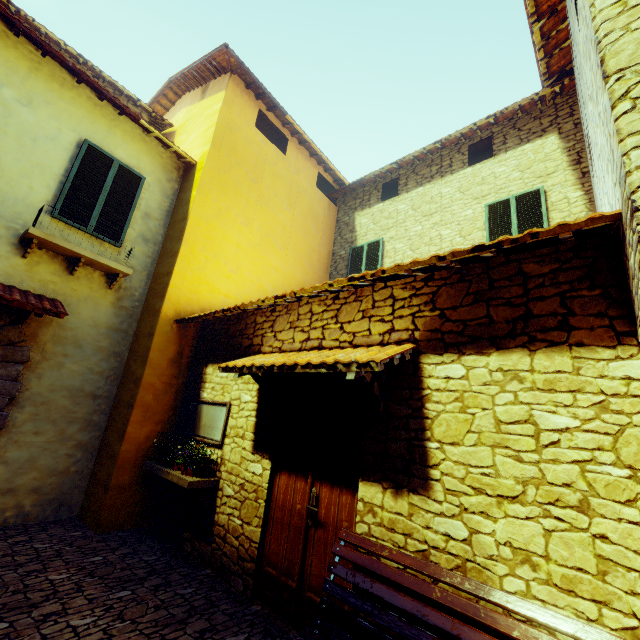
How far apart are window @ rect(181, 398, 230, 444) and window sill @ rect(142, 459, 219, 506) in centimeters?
39cm

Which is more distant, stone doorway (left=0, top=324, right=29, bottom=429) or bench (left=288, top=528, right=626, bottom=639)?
stone doorway (left=0, top=324, right=29, bottom=429)

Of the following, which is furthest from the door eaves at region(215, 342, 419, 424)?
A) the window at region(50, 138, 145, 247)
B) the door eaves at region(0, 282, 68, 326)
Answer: the window at region(50, 138, 145, 247)

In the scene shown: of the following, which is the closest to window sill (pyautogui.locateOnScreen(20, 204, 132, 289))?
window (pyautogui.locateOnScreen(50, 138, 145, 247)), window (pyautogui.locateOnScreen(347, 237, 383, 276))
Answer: window (pyautogui.locateOnScreen(50, 138, 145, 247))

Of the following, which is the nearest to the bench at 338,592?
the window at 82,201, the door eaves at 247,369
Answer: the door eaves at 247,369

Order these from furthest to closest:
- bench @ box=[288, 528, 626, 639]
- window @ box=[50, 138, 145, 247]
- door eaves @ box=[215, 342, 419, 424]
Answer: window @ box=[50, 138, 145, 247]
door eaves @ box=[215, 342, 419, 424]
bench @ box=[288, 528, 626, 639]

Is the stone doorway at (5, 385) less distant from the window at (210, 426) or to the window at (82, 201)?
the window at (82, 201)

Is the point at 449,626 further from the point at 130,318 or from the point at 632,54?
the point at 130,318
